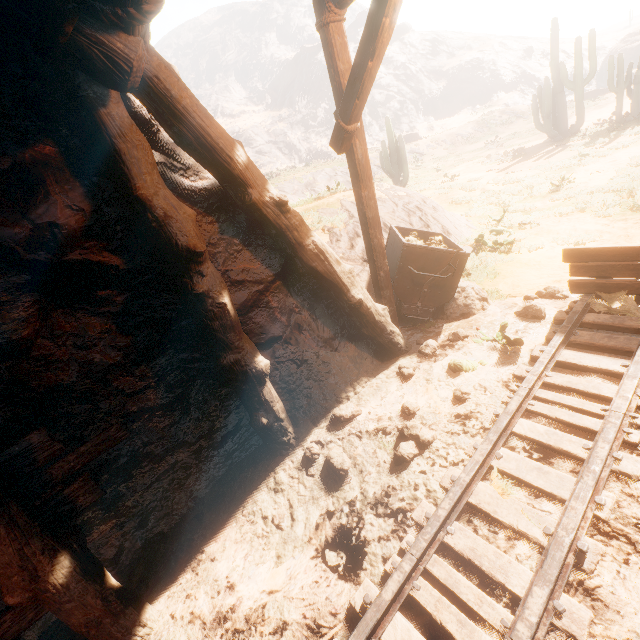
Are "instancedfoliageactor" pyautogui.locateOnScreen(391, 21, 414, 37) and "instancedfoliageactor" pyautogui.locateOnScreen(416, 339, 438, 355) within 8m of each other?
no

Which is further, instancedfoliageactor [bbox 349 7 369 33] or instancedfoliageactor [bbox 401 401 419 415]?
instancedfoliageactor [bbox 349 7 369 33]

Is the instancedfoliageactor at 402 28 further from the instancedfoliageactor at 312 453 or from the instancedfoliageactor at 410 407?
the instancedfoliageactor at 312 453

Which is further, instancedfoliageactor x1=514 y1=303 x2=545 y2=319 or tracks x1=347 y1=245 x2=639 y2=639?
instancedfoliageactor x1=514 y1=303 x2=545 y2=319

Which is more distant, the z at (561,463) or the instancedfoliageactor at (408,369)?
the instancedfoliageactor at (408,369)

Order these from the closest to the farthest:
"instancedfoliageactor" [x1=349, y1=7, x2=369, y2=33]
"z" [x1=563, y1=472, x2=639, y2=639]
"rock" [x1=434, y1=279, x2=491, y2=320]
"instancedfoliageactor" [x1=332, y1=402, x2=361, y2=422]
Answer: "z" [x1=563, y1=472, x2=639, y2=639] < "instancedfoliageactor" [x1=332, y1=402, x2=361, y2=422] < "rock" [x1=434, y1=279, x2=491, y2=320] < "instancedfoliageactor" [x1=349, y1=7, x2=369, y2=33]

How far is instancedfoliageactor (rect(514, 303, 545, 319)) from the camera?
4.5 meters

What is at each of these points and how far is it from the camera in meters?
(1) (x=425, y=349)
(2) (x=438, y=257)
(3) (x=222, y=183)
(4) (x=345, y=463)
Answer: (1) instancedfoliageactor, 4.5 m
(2) mining cart, 4.9 m
(3) z, 3.0 m
(4) instancedfoliageactor, 3.3 m
